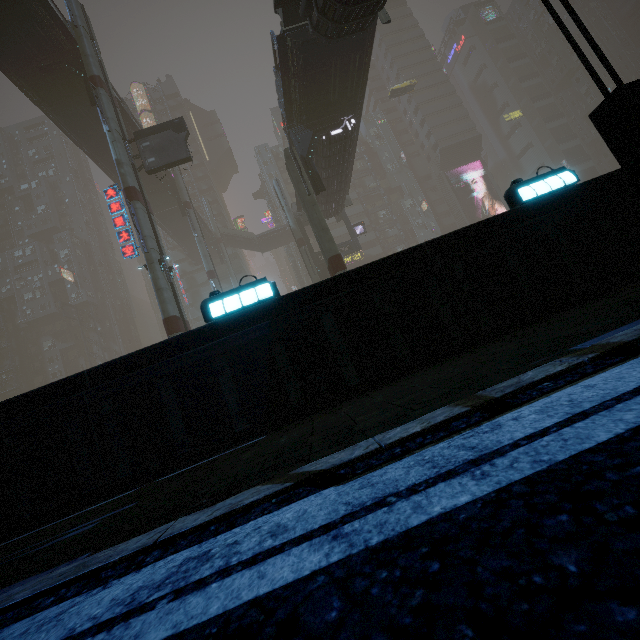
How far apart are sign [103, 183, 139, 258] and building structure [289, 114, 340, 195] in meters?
11.9 m

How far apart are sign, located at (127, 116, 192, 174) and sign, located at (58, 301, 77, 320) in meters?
46.8

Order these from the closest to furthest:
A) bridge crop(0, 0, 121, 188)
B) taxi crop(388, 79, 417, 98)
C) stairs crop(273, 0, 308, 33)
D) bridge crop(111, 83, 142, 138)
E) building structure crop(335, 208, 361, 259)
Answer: stairs crop(273, 0, 308, 33)
bridge crop(0, 0, 121, 188)
bridge crop(111, 83, 142, 138)
building structure crop(335, 208, 361, 259)
taxi crop(388, 79, 417, 98)

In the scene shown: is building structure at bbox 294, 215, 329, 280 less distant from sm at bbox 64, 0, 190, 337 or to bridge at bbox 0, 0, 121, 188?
bridge at bbox 0, 0, 121, 188

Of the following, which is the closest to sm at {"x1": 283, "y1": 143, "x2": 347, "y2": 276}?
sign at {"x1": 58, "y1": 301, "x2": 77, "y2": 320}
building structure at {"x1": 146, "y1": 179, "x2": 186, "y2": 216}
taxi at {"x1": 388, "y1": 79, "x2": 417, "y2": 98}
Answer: building structure at {"x1": 146, "y1": 179, "x2": 186, "y2": 216}

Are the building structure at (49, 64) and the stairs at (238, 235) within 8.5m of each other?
no

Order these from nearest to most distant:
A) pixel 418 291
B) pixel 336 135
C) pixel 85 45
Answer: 1. pixel 418 291
2. pixel 85 45
3. pixel 336 135

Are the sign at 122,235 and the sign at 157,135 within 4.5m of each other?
yes
